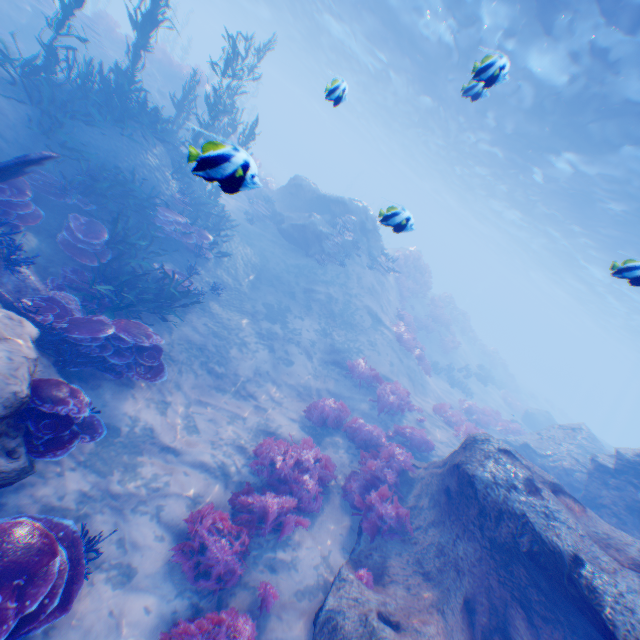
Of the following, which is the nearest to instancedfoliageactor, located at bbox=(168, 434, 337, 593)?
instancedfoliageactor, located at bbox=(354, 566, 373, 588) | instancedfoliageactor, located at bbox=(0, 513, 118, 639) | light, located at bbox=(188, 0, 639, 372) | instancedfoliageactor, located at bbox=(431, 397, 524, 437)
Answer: instancedfoliageactor, located at bbox=(354, 566, 373, 588)

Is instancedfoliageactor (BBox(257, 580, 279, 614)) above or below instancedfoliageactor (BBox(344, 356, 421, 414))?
below

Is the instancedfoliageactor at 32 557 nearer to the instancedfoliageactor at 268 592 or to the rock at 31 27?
the instancedfoliageactor at 268 592

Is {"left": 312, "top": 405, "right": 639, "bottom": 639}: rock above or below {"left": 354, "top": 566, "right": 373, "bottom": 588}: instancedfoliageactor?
above

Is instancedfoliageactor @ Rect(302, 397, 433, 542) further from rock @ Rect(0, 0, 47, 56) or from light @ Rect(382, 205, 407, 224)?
rock @ Rect(0, 0, 47, 56)

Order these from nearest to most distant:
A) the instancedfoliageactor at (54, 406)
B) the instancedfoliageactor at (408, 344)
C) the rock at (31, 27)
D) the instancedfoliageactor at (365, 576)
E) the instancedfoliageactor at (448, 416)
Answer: the instancedfoliageactor at (54, 406) < the instancedfoliageactor at (365, 576) < the instancedfoliageactor at (448, 416) < the rock at (31, 27) < the instancedfoliageactor at (408, 344)

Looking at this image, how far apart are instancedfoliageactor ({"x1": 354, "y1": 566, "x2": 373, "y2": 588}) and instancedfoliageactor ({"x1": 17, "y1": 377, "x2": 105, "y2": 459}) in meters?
5.5 m

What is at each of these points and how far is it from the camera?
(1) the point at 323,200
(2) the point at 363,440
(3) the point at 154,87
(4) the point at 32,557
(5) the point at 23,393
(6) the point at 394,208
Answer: (1) rock, 19.0 meters
(2) instancedfoliageactor, 10.0 meters
(3) rock, 18.1 meters
(4) instancedfoliageactor, 3.7 meters
(5) rock, 4.0 meters
(6) light, 5.4 meters
